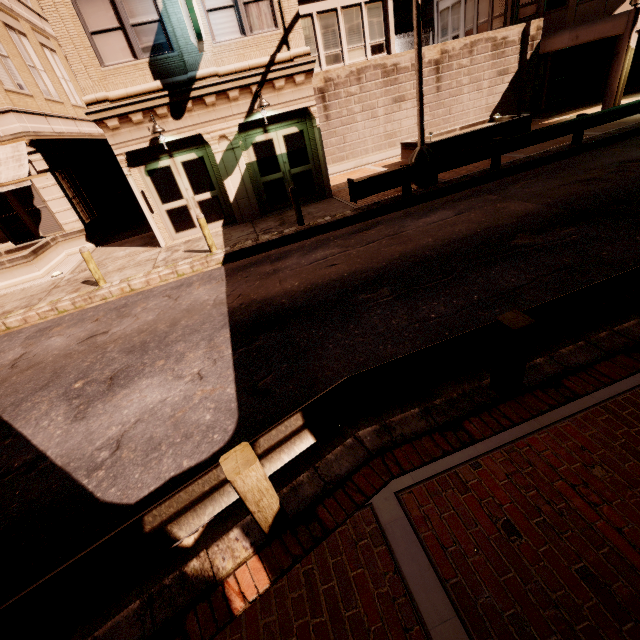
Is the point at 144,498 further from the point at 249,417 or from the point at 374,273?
the point at 374,273

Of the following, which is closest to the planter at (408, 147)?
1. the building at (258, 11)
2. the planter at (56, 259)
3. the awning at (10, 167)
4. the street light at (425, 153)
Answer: the street light at (425, 153)

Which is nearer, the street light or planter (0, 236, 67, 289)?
the street light

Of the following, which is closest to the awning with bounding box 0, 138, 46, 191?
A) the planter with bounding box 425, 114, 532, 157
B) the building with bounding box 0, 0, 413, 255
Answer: the building with bounding box 0, 0, 413, 255

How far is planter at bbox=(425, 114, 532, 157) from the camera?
13.46m

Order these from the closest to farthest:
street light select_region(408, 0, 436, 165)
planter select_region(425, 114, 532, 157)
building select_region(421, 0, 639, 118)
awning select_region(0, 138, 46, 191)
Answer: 1. street light select_region(408, 0, 436, 165)
2. awning select_region(0, 138, 46, 191)
3. planter select_region(425, 114, 532, 157)
4. building select_region(421, 0, 639, 118)

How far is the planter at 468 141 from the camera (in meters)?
13.46
